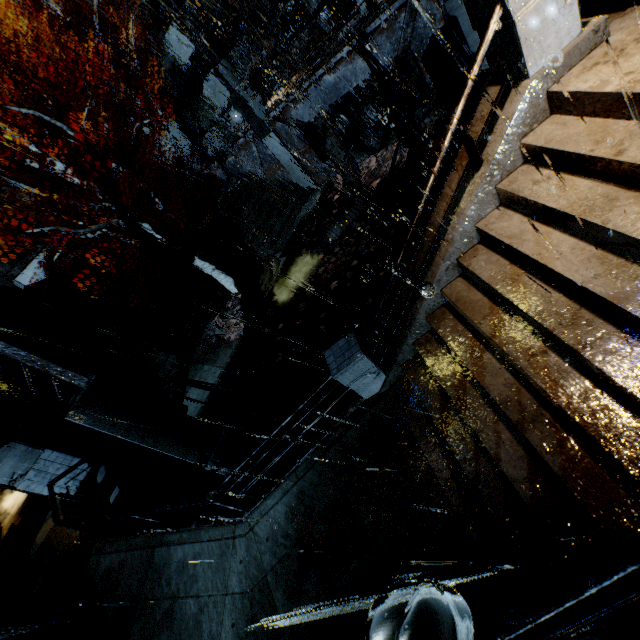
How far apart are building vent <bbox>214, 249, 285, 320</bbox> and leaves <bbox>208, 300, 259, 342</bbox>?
0.00m

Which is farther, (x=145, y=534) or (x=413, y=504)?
(x=145, y=534)

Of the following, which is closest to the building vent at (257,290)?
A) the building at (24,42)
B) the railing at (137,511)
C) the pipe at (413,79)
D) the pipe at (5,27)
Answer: the pipe at (413,79)

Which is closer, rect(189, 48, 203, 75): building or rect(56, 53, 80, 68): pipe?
rect(189, 48, 203, 75): building

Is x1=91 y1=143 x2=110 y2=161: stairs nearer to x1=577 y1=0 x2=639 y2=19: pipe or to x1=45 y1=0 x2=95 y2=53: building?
x1=45 y1=0 x2=95 y2=53: building

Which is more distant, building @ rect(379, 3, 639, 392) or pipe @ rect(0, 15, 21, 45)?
pipe @ rect(0, 15, 21, 45)

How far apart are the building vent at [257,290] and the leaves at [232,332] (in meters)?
0.00

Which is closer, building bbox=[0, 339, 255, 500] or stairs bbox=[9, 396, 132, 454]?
building bbox=[0, 339, 255, 500]
